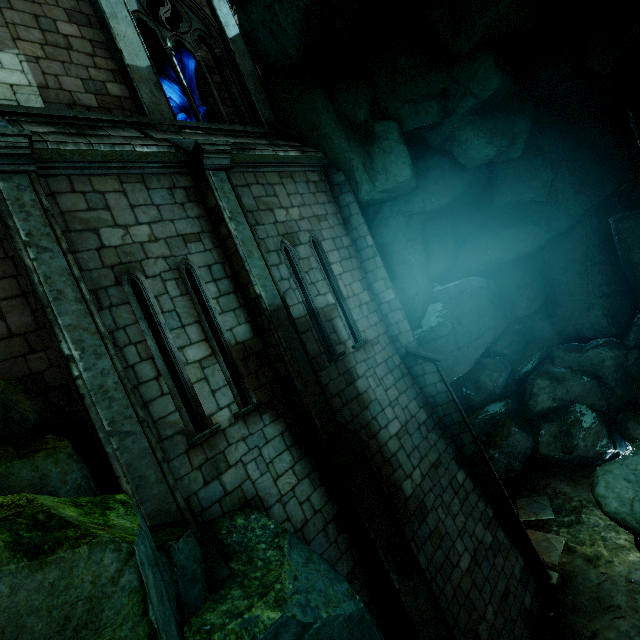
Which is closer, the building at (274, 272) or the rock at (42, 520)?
the rock at (42, 520)

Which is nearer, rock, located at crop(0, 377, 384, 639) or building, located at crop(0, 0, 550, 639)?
rock, located at crop(0, 377, 384, 639)

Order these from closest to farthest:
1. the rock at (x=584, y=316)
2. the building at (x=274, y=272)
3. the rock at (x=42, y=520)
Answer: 1. the rock at (x=42, y=520)
2. the building at (x=274, y=272)
3. the rock at (x=584, y=316)

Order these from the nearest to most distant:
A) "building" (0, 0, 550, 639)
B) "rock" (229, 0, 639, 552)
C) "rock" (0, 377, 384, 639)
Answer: "rock" (0, 377, 384, 639)
"building" (0, 0, 550, 639)
"rock" (229, 0, 639, 552)

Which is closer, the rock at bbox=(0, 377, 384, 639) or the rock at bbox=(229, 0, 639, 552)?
the rock at bbox=(0, 377, 384, 639)

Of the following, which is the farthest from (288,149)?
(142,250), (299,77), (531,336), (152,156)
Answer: (531,336)
